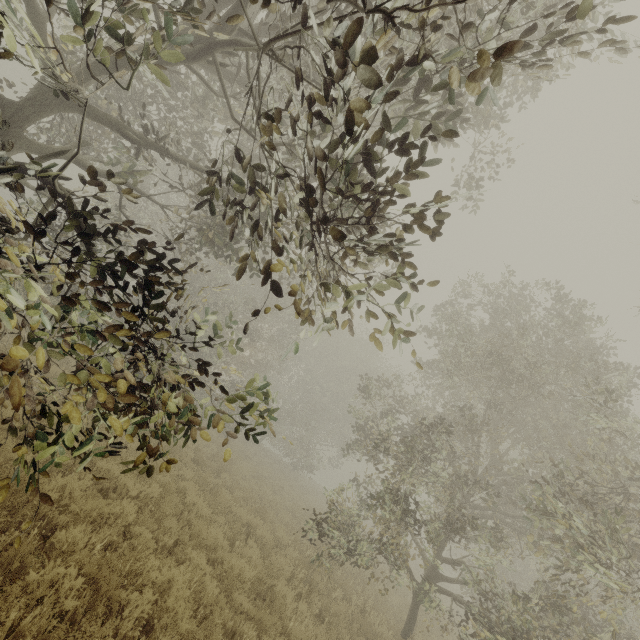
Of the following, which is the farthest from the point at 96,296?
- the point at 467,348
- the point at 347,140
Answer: the point at 467,348
